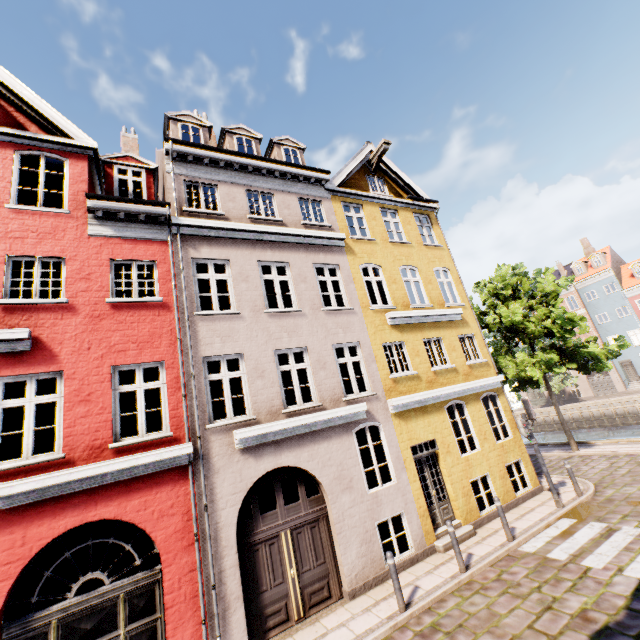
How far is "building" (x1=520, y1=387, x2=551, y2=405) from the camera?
43.98m

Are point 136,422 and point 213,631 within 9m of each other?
no

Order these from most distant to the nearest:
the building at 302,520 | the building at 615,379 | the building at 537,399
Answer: the building at 537,399 → the building at 615,379 → the building at 302,520

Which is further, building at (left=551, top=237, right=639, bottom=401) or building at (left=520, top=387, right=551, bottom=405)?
building at (left=520, top=387, right=551, bottom=405)

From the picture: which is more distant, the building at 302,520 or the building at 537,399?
the building at 537,399

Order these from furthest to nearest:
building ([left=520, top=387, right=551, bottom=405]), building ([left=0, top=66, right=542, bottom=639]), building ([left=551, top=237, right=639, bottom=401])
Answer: building ([left=520, top=387, right=551, bottom=405]) < building ([left=551, top=237, right=639, bottom=401]) < building ([left=0, top=66, right=542, bottom=639])
